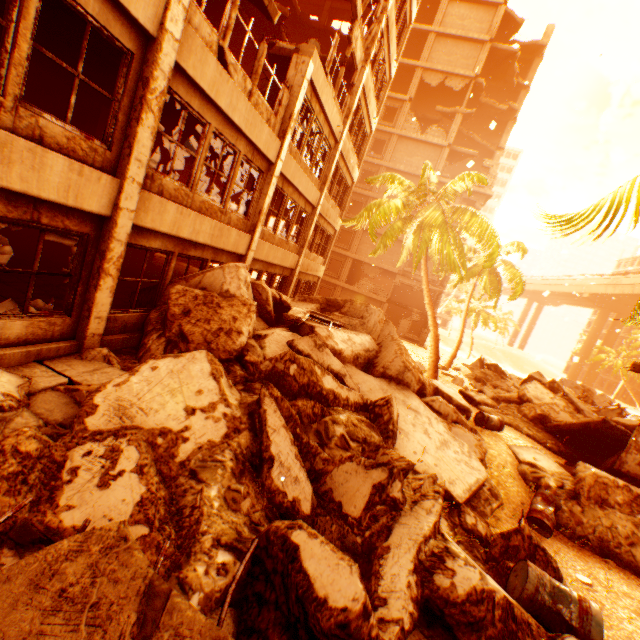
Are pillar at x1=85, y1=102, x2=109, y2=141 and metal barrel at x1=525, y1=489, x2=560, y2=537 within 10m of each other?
no

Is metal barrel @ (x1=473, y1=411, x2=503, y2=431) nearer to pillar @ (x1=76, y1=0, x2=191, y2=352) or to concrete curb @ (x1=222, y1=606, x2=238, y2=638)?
concrete curb @ (x1=222, y1=606, x2=238, y2=638)

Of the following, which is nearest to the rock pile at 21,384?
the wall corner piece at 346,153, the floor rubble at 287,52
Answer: the floor rubble at 287,52

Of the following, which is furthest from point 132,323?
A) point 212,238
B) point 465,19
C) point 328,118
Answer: point 465,19

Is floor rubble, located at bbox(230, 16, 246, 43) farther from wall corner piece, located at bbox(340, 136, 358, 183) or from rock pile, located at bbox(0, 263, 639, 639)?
rock pile, located at bbox(0, 263, 639, 639)

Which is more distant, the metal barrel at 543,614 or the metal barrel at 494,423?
the metal barrel at 494,423

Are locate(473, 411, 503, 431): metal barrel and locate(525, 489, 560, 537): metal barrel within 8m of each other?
yes

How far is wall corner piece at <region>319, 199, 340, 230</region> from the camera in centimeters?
1583cm
